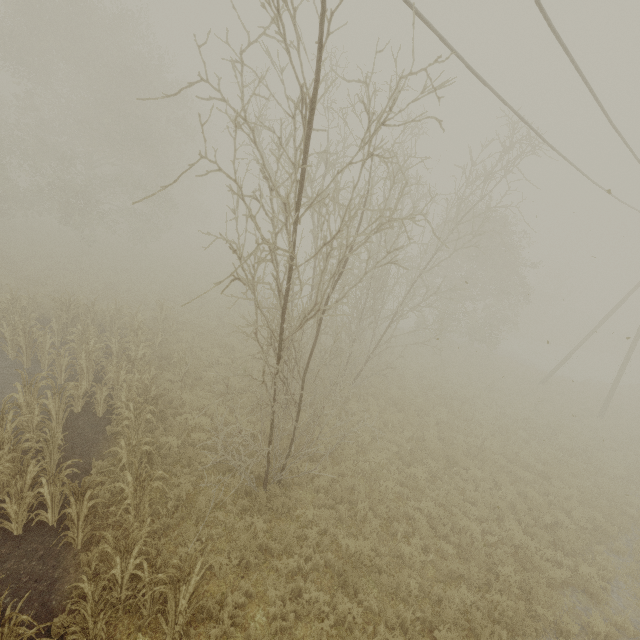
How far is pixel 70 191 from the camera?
22.36m
